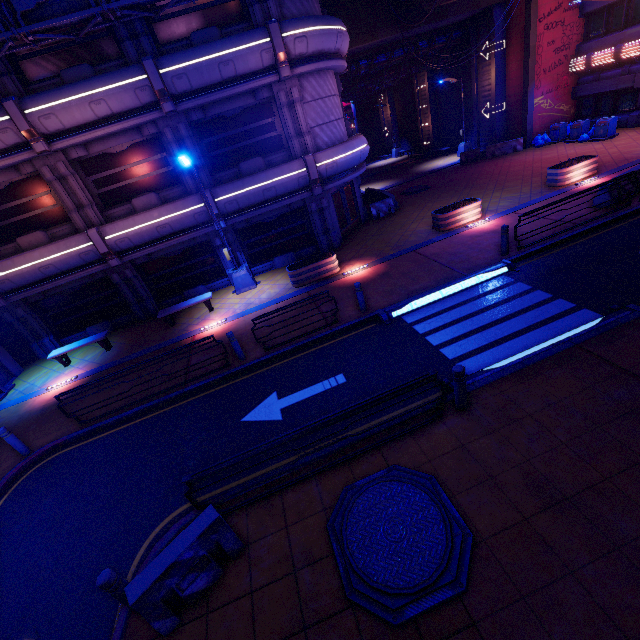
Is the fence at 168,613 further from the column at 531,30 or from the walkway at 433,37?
the column at 531,30

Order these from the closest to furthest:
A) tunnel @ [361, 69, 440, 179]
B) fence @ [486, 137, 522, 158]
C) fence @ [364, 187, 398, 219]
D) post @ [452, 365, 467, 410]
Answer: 1. post @ [452, 365, 467, 410]
2. fence @ [364, 187, 398, 219]
3. fence @ [486, 137, 522, 158]
4. tunnel @ [361, 69, 440, 179]

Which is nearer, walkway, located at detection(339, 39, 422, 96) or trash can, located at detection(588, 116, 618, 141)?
trash can, located at detection(588, 116, 618, 141)

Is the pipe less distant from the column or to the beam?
the beam

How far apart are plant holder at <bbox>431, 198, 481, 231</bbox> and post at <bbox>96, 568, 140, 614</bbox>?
15.41m

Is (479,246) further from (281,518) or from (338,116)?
(281,518)

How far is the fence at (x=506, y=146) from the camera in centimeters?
2400cm

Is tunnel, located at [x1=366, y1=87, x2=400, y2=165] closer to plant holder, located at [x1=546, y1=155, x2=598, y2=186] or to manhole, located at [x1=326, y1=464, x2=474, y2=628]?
plant holder, located at [x1=546, y1=155, x2=598, y2=186]
